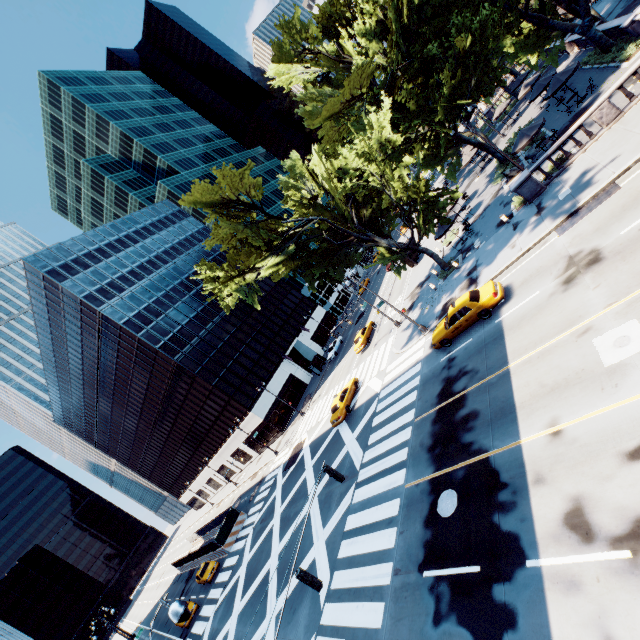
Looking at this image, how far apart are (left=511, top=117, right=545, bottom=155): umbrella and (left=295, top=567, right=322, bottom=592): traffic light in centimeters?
2934cm

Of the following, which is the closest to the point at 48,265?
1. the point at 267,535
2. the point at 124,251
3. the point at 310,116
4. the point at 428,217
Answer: the point at 124,251

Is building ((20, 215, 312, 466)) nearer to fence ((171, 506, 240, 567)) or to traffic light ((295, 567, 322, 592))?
fence ((171, 506, 240, 567))

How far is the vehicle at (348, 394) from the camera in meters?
27.8 m

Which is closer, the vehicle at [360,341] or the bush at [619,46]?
the bush at [619,46]

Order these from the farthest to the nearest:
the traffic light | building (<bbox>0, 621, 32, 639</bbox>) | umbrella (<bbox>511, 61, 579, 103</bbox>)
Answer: building (<bbox>0, 621, 32, 639</bbox>)
umbrella (<bbox>511, 61, 579, 103</bbox>)
the traffic light

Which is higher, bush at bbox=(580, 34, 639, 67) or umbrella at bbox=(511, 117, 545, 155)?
umbrella at bbox=(511, 117, 545, 155)

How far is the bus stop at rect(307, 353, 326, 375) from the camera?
51.5 meters
